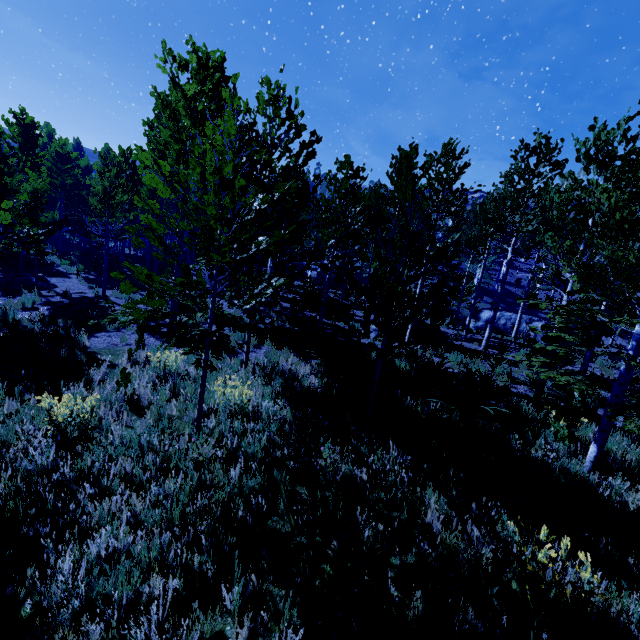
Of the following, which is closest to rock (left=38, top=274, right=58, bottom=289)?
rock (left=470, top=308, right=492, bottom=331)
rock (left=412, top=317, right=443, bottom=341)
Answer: rock (left=412, top=317, right=443, bottom=341)

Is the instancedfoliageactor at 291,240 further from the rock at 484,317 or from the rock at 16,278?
the rock at 484,317

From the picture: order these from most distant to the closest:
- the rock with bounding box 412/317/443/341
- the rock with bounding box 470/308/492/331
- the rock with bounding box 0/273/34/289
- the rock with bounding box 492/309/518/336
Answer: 1. the rock with bounding box 470/308/492/331
2. the rock with bounding box 492/309/518/336
3. the rock with bounding box 412/317/443/341
4. the rock with bounding box 0/273/34/289

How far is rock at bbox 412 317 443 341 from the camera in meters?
15.5 m

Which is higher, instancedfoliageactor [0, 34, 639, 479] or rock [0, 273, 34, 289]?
instancedfoliageactor [0, 34, 639, 479]

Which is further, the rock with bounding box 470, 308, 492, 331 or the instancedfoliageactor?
the rock with bounding box 470, 308, 492, 331

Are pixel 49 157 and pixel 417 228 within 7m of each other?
no

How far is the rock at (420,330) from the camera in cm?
1546
